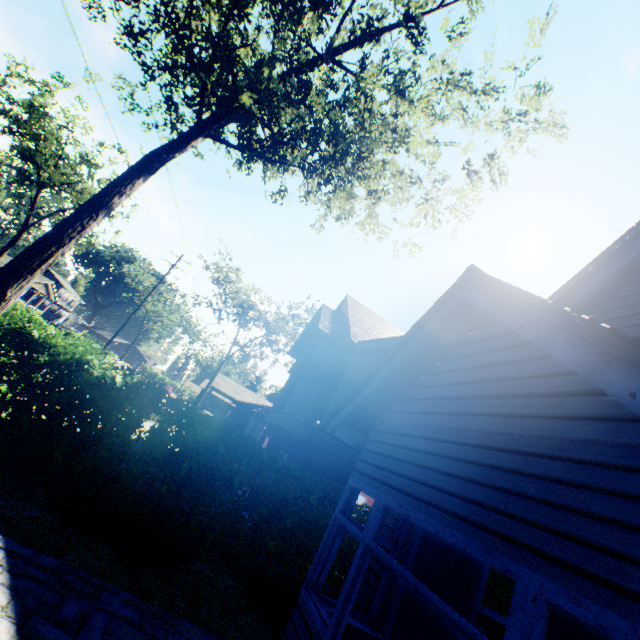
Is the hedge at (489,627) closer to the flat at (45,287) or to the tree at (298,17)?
the tree at (298,17)

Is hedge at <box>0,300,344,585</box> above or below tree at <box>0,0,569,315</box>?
below

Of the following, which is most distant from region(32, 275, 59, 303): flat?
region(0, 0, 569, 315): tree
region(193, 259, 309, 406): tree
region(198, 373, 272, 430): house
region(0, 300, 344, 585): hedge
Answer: region(0, 300, 344, 585): hedge

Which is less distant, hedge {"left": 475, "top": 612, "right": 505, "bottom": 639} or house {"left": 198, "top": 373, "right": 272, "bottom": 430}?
hedge {"left": 475, "top": 612, "right": 505, "bottom": 639}

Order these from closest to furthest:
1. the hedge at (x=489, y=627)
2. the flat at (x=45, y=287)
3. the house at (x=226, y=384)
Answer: the hedge at (x=489, y=627)
the house at (x=226, y=384)
the flat at (x=45, y=287)

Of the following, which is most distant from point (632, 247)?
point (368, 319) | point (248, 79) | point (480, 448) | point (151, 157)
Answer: point (368, 319)

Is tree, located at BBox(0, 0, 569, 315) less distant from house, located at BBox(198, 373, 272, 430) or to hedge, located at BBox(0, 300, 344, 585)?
hedge, located at BBox(0, 300, 344, 585)

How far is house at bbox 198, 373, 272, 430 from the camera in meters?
40.2
